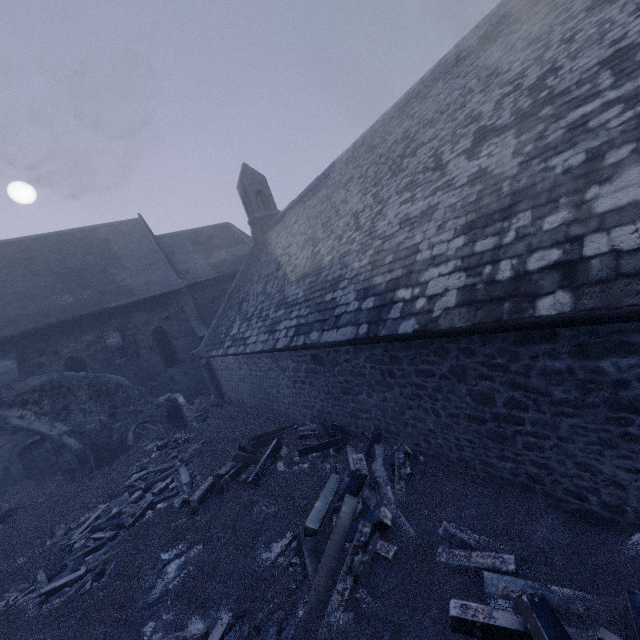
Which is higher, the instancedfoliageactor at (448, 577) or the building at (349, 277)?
the building at (349, 277)

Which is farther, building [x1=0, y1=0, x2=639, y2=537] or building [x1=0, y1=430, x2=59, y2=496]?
building [x1=0, y1=430, x2=59, y2=496]

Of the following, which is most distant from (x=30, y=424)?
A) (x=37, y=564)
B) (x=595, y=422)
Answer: (x=595, y=422)

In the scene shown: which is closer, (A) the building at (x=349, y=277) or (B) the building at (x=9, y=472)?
(A) the building at (x=349, y=277)

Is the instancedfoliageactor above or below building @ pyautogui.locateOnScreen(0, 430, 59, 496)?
below

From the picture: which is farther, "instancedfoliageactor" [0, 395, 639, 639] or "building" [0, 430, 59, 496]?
"building" [0, 430, 59, 496]
